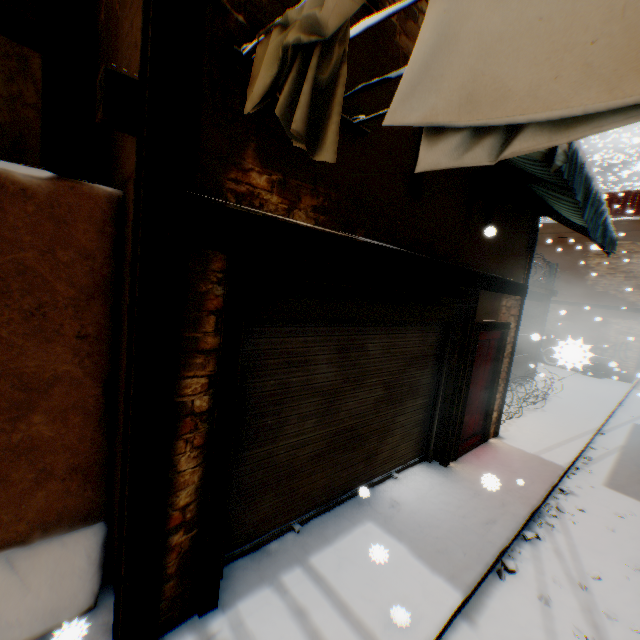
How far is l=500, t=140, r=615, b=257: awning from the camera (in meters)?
2.71

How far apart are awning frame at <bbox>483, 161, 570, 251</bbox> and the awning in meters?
0.0 m

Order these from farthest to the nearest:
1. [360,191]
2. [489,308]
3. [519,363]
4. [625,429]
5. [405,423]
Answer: [519,363] < [625,429] < [489,308] < [405,423] < [360,191]

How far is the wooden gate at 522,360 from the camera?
11.11m

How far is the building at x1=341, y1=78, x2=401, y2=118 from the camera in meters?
2.8 m

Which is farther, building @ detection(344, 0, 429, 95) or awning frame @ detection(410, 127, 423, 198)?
awning frame @ detection(410, 127, 423, 198)

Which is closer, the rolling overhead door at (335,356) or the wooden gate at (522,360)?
the rolling overhead door at (335,356)

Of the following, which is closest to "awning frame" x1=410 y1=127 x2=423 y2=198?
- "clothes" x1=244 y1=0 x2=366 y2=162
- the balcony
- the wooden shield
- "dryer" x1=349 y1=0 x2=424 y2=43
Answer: "dryer" x1=349 y1=0 x2=424 y2=43
